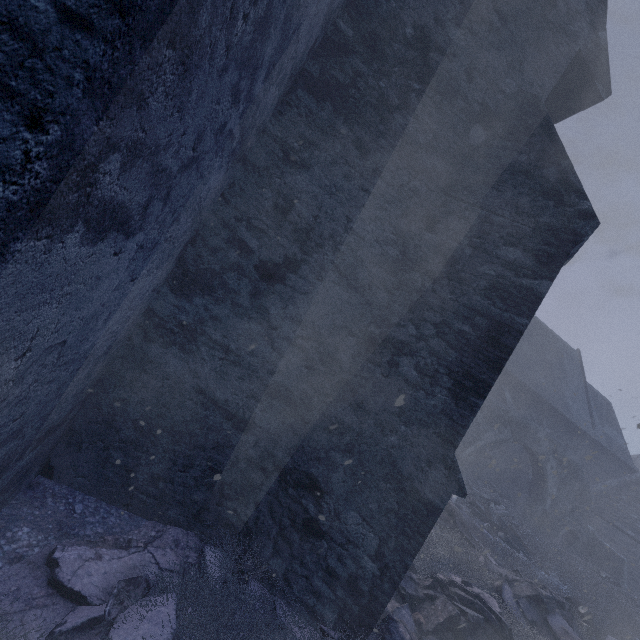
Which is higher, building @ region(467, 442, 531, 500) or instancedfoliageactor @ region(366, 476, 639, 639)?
building @ region(467, 442, 531, 500)

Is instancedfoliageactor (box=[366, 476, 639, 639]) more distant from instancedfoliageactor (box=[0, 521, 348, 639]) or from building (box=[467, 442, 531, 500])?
instancedfoliageactor (box=[0, 521, 348, 639])

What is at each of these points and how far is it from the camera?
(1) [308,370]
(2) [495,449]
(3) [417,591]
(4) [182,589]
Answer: (1) building, 3.56m
(2) building, 21.31m
(3) instancedfoliageactor, 4.23m
(4) instancedfoliageactor, 2.55m

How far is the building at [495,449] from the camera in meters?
19.4

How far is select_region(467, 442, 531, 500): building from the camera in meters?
19.4

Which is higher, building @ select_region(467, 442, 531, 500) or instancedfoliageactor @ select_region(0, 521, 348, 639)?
building @ select_region(467, 442, 531, 500)

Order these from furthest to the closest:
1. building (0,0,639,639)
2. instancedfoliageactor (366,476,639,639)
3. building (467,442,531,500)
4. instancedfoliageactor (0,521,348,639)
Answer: building (467,442,531,500), instancedfoliageactor (366,476,639,639), instancedfoliageactor (0,521,348,639), building (0,0,639,639)

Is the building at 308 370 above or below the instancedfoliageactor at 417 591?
above
